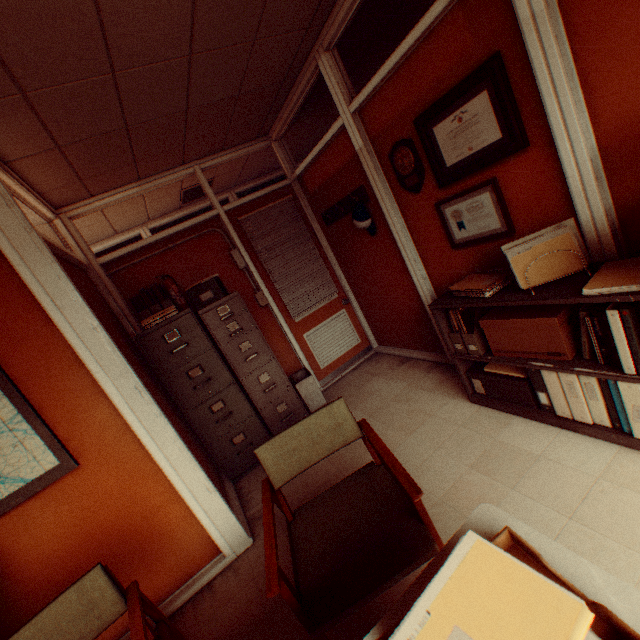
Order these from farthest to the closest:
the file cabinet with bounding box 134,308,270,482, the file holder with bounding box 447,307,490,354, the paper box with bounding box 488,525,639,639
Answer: the file cabinet with bounding box 134,308,270,482 < the file holder with bounding box 447,307,490,354 < the paper box with bounding box 488,525,639,639

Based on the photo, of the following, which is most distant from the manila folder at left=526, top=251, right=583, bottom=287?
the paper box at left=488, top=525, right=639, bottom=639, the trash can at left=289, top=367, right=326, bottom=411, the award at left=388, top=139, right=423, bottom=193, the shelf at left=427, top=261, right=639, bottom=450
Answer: the trash can at left=289, top=367, right=326, bottom=411

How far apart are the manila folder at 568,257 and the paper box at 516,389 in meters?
0.8 m

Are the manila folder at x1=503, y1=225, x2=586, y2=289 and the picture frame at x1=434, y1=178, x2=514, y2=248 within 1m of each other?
yes

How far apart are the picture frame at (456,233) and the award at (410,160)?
0.2m

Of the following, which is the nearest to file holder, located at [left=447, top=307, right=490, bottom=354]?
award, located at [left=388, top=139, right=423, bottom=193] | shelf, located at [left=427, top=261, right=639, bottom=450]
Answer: shelf, located at [left=427, top=261, right=639, bottom=450]

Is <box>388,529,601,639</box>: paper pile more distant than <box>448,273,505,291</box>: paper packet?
No

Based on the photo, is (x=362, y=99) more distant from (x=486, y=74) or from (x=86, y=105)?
(x=86, y=105)
